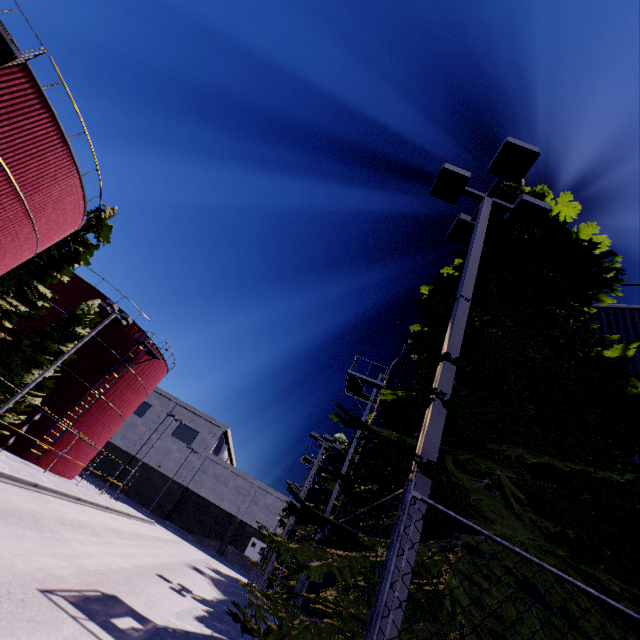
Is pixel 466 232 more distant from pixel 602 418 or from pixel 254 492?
pixel 254 492

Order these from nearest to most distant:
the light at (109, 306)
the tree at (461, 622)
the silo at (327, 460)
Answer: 1. the tree at (461, 622)
2. the light at (109, 306)
3. the silo at (327, 460)

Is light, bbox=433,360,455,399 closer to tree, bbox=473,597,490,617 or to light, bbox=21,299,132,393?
tree, bbox=473,597,490,617

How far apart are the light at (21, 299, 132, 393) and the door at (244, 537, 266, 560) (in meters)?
45.41

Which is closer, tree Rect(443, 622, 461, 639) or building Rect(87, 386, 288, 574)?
tree Rect(443, 622, 461, 639)

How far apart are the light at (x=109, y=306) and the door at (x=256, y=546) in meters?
45.4 m

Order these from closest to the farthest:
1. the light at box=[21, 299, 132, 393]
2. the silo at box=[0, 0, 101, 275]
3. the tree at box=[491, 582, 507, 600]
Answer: the tree at box=[491, 582, 507, 600] < the silo at box=[0, 0, 101, 275] < the light at box=[21, 299, 132, 393]

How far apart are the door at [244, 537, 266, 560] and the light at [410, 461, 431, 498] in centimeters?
5890cm
